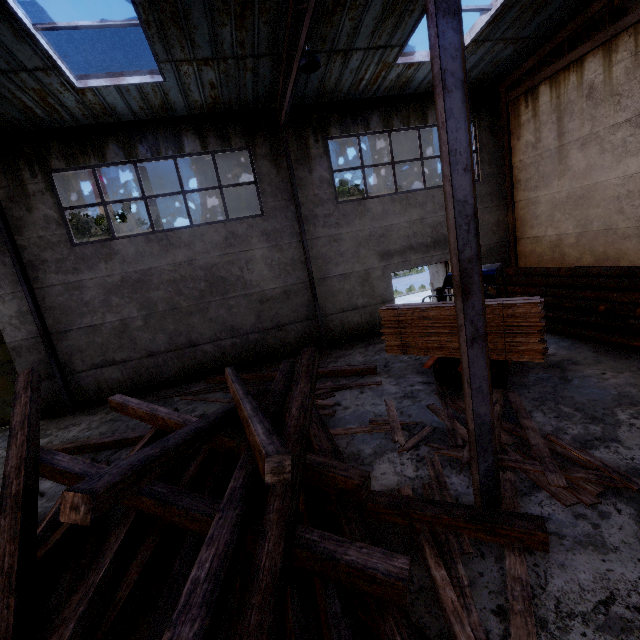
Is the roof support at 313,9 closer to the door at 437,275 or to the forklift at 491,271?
the forklift at 491,271

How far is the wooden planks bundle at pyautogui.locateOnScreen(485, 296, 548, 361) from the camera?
4.9 meters

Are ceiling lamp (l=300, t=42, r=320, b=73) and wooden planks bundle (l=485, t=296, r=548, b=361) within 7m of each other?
yes

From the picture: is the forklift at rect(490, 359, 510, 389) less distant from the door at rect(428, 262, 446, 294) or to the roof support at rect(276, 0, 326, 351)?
the roof support at rect(276, 0, 326, 351)

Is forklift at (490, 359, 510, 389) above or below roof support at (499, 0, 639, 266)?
below

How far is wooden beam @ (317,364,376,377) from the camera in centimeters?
844cm

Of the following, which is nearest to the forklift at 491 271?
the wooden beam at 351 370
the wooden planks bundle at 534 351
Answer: the wooden planks bundle at 534 351

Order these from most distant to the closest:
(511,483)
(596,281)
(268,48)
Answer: (596,281), (268,48), (511,483)
